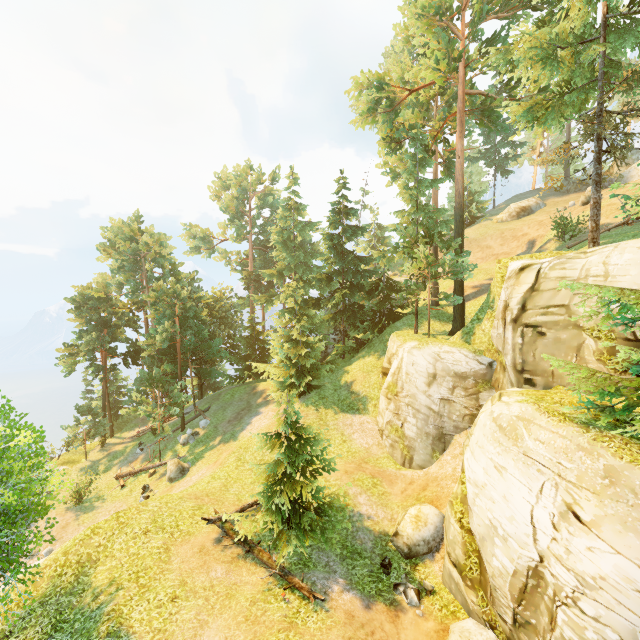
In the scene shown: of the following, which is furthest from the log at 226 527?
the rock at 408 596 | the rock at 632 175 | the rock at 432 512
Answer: the rock at 632 175

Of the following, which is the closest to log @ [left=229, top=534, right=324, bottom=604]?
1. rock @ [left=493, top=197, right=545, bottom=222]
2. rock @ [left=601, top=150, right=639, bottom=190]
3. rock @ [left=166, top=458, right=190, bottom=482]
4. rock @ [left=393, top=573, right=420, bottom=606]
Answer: rock @ [left=393, top=573, right=420, bottom=606]

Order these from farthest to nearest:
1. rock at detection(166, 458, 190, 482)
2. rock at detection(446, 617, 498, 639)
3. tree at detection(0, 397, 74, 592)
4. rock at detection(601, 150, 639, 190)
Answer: rock at detection(601, 150, 639, 190) < rock at detection(166, 458, 190, 482) < rock at detection(446, 617, 498, 639) < tree at detection(0, 397, 74, 592)

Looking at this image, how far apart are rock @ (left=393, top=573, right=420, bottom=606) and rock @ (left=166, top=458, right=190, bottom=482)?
16.57m

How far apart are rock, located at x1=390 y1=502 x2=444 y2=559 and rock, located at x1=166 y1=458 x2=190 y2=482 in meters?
15.7 m

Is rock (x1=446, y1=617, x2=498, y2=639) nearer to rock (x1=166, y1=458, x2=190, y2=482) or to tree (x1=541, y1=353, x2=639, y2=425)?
tree (x1=541, y1=353, x2=639, y2=425)

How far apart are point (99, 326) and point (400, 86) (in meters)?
52.16

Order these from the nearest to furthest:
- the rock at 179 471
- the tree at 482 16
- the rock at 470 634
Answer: the rock at 470 634 < the tree at 482 16 < the rock at 179 471
